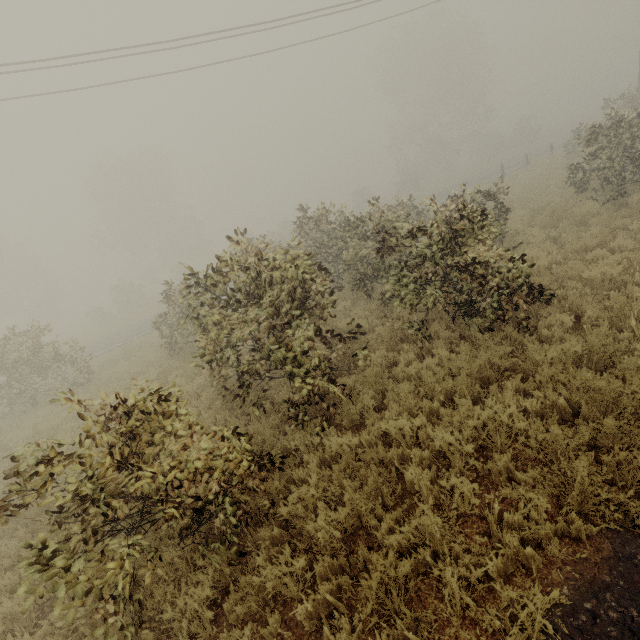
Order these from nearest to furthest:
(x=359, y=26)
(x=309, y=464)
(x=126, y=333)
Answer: (x=309, y=464) → (x=359, y=26) → (x=126, y=333)
